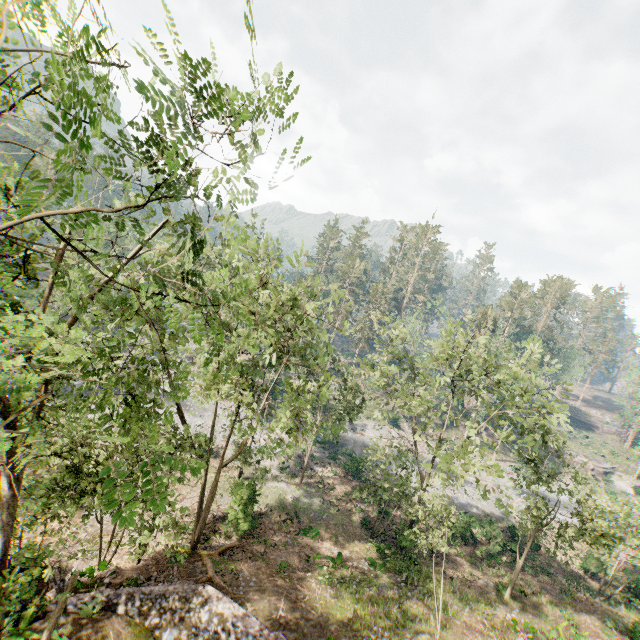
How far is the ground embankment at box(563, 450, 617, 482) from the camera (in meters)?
56.38

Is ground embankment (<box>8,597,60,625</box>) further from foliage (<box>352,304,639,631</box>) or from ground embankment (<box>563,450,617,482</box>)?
ground embankment (<box>563,450,617,482</box>)

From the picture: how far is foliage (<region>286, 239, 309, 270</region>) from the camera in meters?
16.2 m

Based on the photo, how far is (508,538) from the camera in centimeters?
3297cm

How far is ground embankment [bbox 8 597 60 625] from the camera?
12.0 meters

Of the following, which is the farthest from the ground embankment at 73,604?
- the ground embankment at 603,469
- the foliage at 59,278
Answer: the ground embankment at 603,469

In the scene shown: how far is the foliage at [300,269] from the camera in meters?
16.2 m

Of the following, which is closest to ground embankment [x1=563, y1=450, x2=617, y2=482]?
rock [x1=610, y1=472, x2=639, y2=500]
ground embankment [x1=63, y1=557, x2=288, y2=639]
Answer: rock [x1=610, y1=472, x2=639, y2=500]
